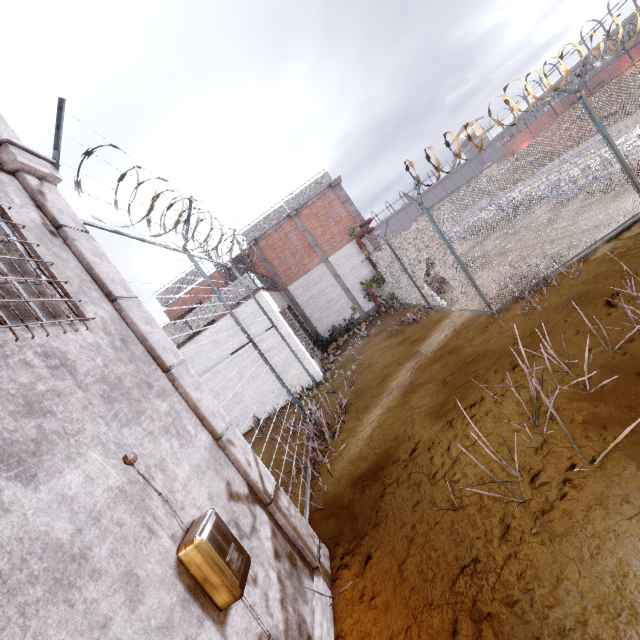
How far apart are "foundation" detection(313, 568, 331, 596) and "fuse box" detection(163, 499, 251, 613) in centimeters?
116cm

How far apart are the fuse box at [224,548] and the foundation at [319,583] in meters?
1.2

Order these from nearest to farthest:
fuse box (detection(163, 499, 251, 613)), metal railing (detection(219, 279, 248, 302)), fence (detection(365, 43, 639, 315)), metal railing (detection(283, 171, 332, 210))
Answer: fuse box (detection(163, 499, 251, 613)), fence (detection(365, 43, 639, 315)), metal railing (detection(219, 279, 248, 302)), metal railing (detection(283, 171, 332, 210))

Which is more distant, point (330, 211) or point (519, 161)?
point (519, 161)

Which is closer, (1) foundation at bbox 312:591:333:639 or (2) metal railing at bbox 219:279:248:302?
(1) foundation at bbox 312:591:333:639

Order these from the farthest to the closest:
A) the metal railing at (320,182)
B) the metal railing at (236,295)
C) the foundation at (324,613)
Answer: the metal railing at (320,182) → the metal railing at (236,295) → the foundation at (324,613)

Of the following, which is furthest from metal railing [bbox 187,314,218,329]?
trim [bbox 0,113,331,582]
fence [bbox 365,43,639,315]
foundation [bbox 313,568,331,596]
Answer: foundation [bbox 313,568,331,596]

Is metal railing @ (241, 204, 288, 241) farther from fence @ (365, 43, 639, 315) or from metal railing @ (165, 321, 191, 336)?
fence @ (365, 43, 639, 315)
